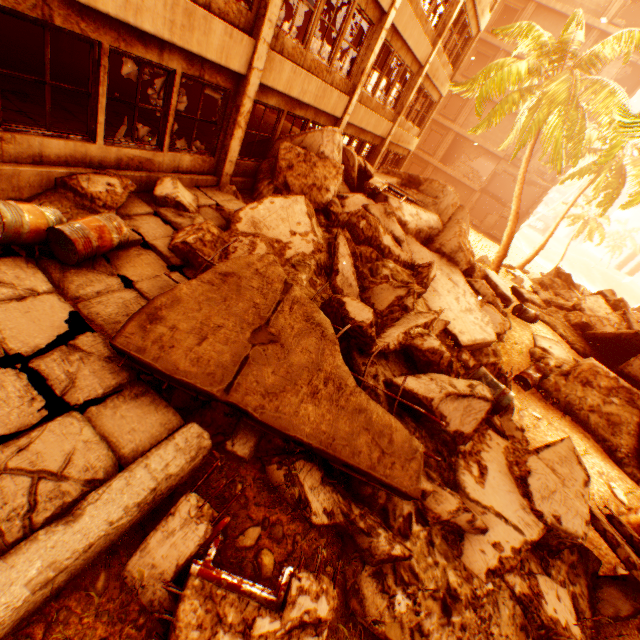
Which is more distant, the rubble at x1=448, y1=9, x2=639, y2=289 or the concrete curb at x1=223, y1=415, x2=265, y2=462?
the rubble at x1=448, y1=9, x2=639, y2=289

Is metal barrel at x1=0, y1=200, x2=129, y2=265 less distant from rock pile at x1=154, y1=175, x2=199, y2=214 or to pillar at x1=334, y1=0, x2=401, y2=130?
rock pile at x1=154, y1=175, x2=199, y2=214

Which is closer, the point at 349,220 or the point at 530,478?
the point at 530,478

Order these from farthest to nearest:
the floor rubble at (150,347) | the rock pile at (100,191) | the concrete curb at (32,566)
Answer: the rock pile at (100,191) < the floor rubble at (150,347) < the concrete curb at (32,566)

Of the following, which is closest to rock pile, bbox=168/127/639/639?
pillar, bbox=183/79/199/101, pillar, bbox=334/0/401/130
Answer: pillar, bbox=334/0/401/130

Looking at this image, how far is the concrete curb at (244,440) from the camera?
3.69m

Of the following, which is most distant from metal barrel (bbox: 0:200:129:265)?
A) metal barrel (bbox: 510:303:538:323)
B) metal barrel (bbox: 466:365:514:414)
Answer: metal barrel (bbox: 510:303:538:323)

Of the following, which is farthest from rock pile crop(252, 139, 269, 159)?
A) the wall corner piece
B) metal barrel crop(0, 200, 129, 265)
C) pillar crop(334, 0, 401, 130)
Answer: the wall corner piece
